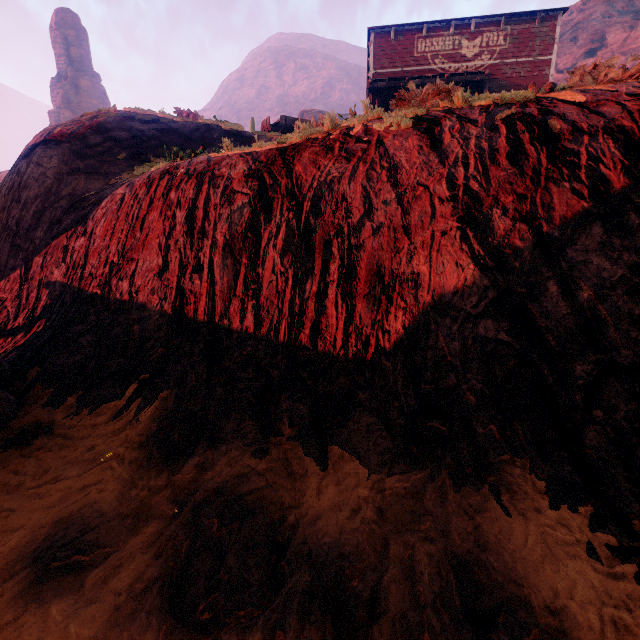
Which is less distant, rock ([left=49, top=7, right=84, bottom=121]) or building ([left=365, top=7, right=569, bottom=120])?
building ([left=365, top=7, right=569, bottom=120])

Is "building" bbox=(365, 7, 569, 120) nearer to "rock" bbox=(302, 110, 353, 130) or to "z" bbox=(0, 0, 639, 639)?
"z" bbox=(0, 0, 639, 639)

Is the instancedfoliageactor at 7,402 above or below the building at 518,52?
below

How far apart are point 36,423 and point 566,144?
8.6 meters

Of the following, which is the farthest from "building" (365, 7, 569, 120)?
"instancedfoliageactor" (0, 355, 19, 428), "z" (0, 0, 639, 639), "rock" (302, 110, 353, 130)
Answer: "instancedfoliageactor" (0, 355, 19, 428)

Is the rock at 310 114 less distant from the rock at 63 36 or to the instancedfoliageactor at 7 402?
the instancedfoliageactor at 7 402

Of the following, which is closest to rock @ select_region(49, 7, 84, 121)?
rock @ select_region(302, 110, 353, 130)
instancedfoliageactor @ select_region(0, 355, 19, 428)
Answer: rock @ select_region(302, 110, 353, 130)

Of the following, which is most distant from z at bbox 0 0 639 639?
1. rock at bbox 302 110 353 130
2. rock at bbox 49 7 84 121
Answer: rock at bbox 49 7 84 121
